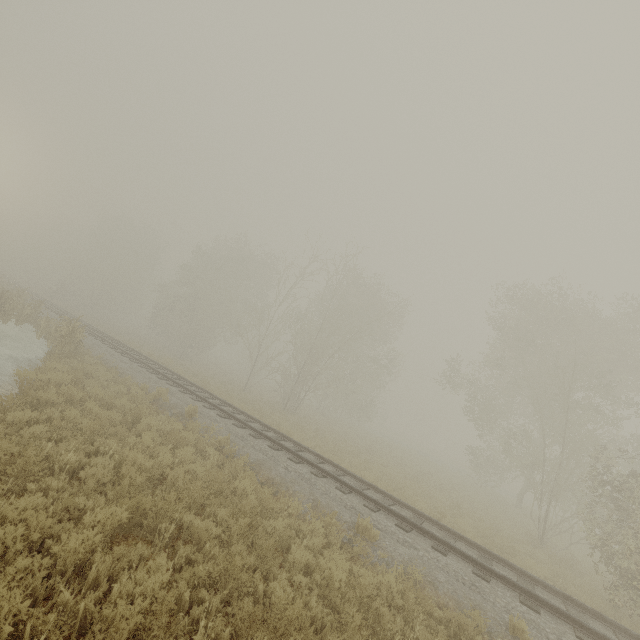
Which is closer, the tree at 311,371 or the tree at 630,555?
the tree at 630,555

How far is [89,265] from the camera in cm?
4938

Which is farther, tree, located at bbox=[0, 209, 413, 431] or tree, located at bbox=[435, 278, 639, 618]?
tree, located at bbox=[0, 209, 413, 431]
